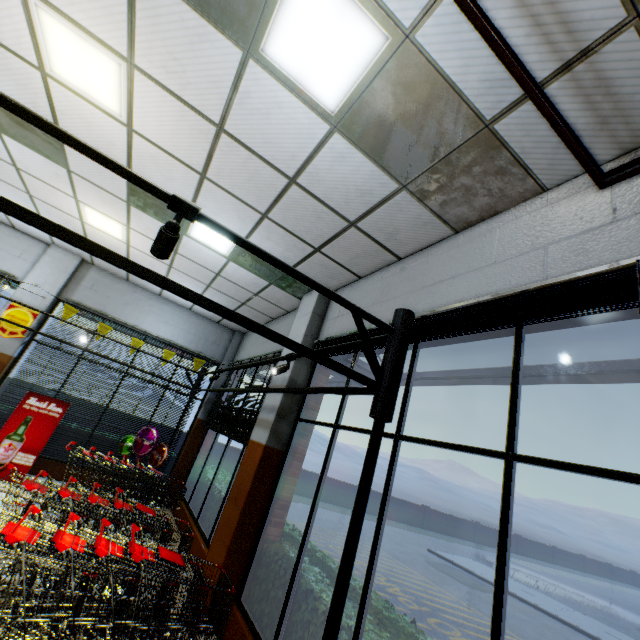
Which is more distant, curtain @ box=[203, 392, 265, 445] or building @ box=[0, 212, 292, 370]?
building @ box=[0, 212, 292, 370]

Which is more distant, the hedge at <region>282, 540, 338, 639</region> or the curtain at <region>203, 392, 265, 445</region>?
the curtain at <region>203, 392, 265, 445</region>

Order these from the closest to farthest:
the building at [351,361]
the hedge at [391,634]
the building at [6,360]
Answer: the hedge at [391,634], the building at [351,361], the building at [6,360]

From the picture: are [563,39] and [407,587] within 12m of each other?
yes

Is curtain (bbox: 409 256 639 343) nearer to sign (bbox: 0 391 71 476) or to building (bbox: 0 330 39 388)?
building (bbox: 0 330 39 388)

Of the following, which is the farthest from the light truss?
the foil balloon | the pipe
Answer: the pipe

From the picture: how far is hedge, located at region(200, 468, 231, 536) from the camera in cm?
618

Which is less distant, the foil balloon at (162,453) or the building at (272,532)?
the building at (272,532)
